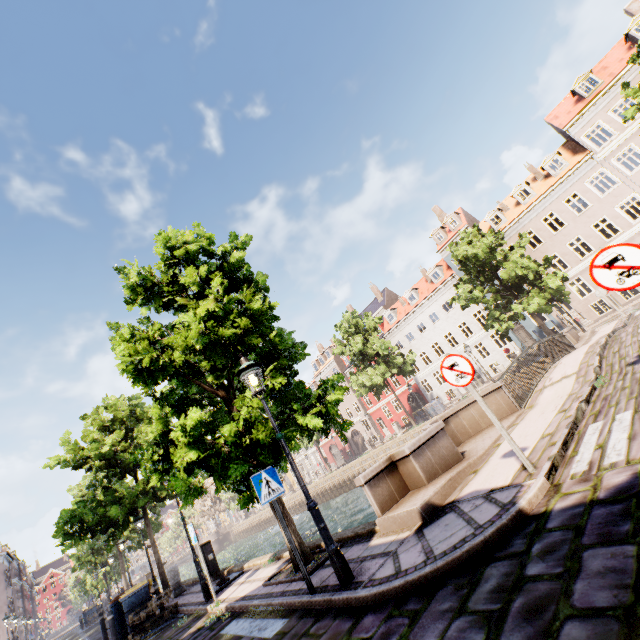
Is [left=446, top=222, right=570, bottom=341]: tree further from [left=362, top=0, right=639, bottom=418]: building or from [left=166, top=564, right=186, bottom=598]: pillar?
[left=362, top=0, right=639, bottom=418]: building

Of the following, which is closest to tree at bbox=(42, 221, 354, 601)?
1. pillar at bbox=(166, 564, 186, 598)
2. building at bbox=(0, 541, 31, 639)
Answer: pillar at bbox=(166, 564, 186, 598)

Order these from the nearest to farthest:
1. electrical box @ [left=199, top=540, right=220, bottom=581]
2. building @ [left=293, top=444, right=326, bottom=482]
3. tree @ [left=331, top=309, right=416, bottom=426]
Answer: electrical box @ [left=199, top=540, right=220, bottom=581], tree @ [left=331, top=309, right=416, bottom=426], building @ [left=293, top=444, right=326, bottom=482]

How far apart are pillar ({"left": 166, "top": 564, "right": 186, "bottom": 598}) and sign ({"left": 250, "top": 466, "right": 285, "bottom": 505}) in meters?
12.6

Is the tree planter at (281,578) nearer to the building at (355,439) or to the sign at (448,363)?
the sign at (448,363)

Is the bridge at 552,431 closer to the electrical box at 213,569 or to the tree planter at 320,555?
the tree planter at 320,555

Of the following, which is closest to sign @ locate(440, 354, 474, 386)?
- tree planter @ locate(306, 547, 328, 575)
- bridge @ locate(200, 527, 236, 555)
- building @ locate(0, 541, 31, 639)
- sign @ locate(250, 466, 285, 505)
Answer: sign @ locate(250, 466, 285, 505)

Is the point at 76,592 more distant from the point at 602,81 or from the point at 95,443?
the point at 602,81
